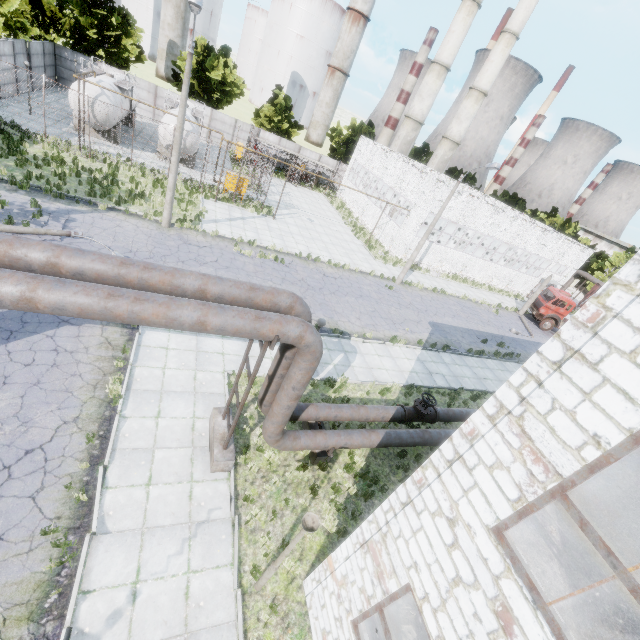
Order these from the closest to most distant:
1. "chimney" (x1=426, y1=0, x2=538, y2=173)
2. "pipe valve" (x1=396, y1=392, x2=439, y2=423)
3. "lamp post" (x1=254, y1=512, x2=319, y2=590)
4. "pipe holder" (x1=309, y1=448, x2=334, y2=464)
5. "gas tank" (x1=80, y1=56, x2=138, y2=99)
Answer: "lamp post" (x1=254, y1=512, x2=319, y2=590) < "pipe holder" (x1=309, y1=448, x2=334, y2=464) < "pipe valve" (x1=396, y1=392, x2=439, y2=423) < "gas tank" (x1=80, y1=56, x2=138, y2=99) < "chimney" (x1=426, y1=0, x2=538, y2=173)

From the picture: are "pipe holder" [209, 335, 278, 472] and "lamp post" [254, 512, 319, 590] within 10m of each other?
yes

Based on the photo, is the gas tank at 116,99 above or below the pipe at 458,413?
above

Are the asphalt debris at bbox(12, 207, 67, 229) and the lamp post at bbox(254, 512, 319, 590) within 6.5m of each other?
no

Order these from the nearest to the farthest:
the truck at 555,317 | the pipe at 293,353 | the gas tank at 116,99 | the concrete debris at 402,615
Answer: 1. the pipe at 293,353
2. the concrete debris at 402,615
3. the gas tank at 116,99
4. the truck at 555,317

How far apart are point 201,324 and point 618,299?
5.7m

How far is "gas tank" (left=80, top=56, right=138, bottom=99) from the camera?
24.25m

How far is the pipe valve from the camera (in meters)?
12.05
